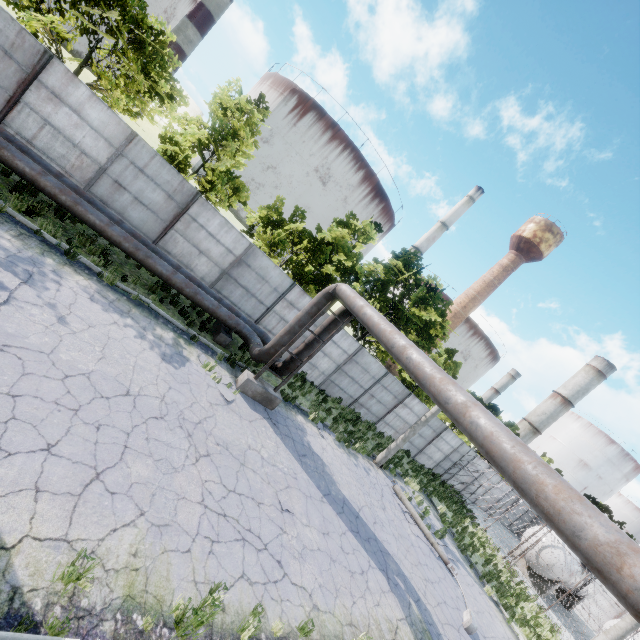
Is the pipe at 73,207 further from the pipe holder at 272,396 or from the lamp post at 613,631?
the lamp post at 613,631

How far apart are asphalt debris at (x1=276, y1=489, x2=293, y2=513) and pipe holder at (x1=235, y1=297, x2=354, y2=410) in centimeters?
351cm

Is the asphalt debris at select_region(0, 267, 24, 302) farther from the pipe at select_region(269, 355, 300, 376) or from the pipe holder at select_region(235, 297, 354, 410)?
the pipe holder at select_region(235, 297, 354, 410)

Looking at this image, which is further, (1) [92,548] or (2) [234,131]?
(2) [234,131]

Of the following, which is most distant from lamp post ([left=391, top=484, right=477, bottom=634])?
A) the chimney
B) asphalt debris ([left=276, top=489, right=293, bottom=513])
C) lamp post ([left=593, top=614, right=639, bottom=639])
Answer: Result: the chimney

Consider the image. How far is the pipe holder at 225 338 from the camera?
12.9 meters

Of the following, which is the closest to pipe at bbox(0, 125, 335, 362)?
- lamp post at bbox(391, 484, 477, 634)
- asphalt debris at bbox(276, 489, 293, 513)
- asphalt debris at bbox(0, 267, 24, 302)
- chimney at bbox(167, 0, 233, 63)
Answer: asphalt debris at bbox(0, 267, 24, 302)

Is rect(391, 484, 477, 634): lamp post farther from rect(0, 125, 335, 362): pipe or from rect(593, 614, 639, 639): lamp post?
rect(0, 125, 335, 362): pipe
